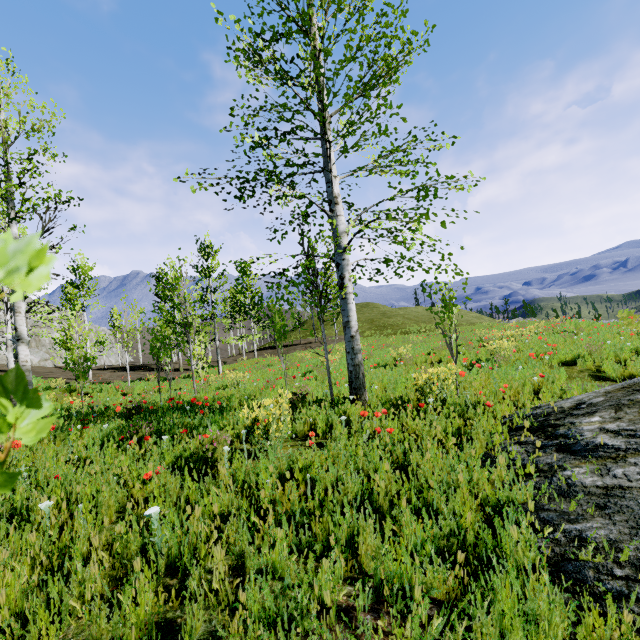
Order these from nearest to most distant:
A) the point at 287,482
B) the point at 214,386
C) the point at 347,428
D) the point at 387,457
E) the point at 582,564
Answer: the point at 582,564 → the point at 287,482 → the point at 387,457 → the point at 347,428 → the point at 214,386

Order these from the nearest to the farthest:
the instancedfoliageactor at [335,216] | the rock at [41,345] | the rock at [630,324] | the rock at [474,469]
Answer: the rock at [474,469]
the instancedfoliageactor at [335,216]
the rock at [630,324]
the rock at [41,345]

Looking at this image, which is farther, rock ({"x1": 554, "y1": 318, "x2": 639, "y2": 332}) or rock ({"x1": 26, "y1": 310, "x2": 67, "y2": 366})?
rock ({"x1": 26, "y1": 310, "x2": 67, "y2": 366})

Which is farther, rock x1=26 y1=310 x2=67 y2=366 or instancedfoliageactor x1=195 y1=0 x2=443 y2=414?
rock x1=26 y1=310 x2=67 y2=366

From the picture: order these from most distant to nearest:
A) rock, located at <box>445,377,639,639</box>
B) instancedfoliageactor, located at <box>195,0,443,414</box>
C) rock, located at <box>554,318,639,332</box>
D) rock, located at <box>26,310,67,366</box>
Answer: rock, located at <box>26,310,67,366</box> < rock, located at <box>554,318,639,332</box> < instancedfoliageactor, located at <box>195,0,443,414</box> < rock, located at <box>445,377,639,639</box>

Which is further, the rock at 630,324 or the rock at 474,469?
the rock at 630,324

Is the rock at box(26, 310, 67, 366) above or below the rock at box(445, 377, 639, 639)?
above
